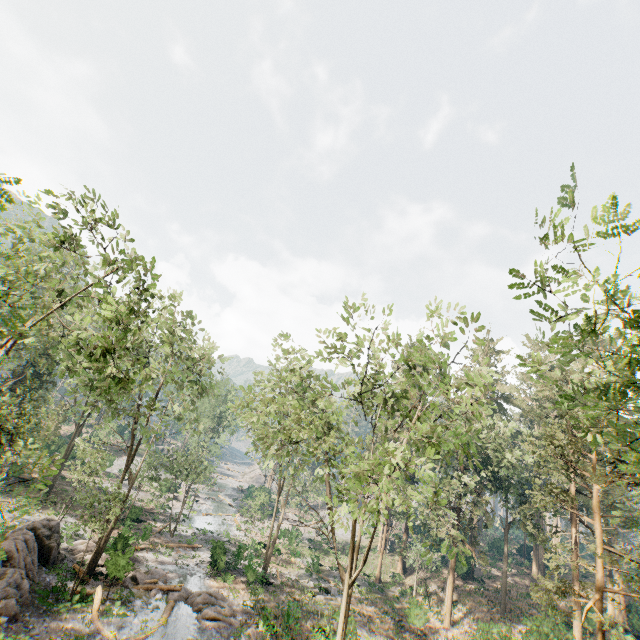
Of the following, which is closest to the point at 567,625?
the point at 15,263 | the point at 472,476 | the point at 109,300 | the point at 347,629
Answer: the point at 472,476

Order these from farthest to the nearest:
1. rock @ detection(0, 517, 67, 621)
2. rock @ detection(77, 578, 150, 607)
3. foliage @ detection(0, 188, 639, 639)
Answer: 1. rock @ detection(77, 578, 150, 607)
2. rock @ detection(0, 517, 67, 621)
3. foliage @ detection(0, 188, 639, 639)

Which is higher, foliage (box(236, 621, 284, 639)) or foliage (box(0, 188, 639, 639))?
foliage (box(0, 188, 639, 639))

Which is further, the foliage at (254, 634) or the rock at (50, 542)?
the foliage at (254, 634)

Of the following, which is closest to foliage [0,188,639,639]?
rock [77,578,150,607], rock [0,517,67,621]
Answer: rock [77,578,150,607]

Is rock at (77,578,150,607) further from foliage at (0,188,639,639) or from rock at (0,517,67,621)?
rock at (0,517,67,621)

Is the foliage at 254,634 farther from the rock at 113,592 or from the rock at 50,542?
the rock at 50,542

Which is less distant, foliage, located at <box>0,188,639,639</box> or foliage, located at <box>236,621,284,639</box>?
foliage, located at <box>0,188,639,639</box>
